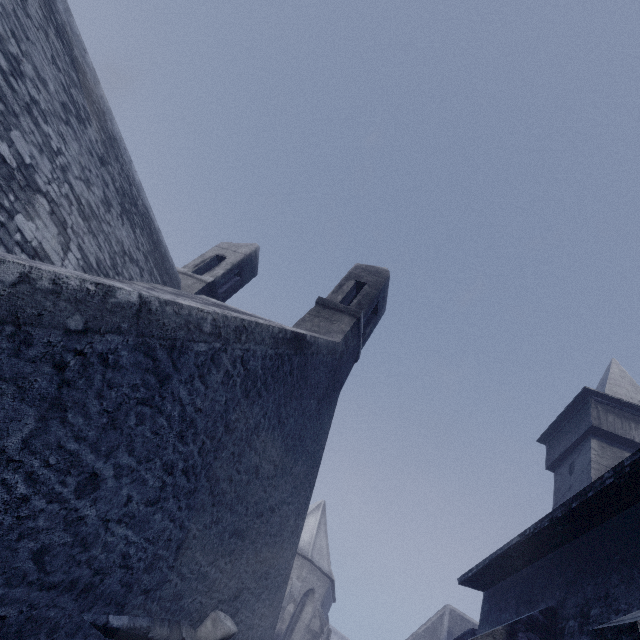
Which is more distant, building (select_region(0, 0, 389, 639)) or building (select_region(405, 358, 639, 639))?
building (select_region(405, 358, 639, 639))

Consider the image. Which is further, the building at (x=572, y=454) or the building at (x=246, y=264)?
the building at (x=572, y=454)

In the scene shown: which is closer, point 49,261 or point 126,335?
point 126,335
